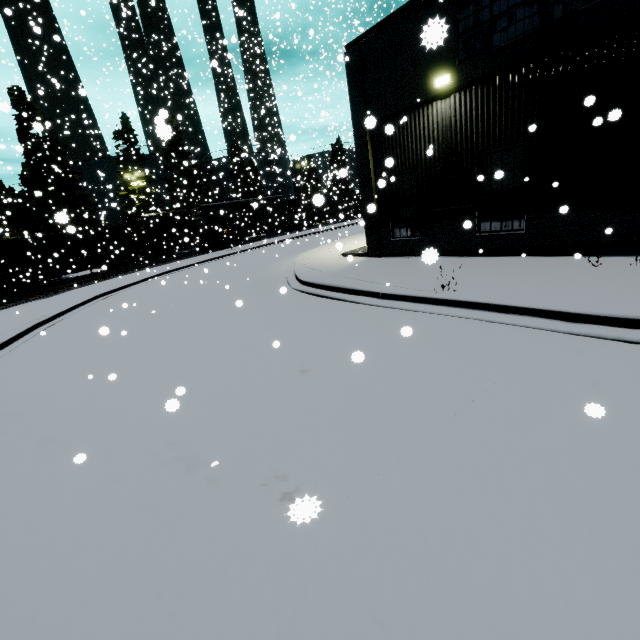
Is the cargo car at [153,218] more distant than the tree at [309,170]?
Yes

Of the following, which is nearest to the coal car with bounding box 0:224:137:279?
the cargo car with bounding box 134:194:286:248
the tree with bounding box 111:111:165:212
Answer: the cargo car with bounding box 134:194:286:248

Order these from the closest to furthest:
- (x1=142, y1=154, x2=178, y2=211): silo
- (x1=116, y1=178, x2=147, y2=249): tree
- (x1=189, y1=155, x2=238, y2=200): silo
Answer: (x1=116, y1=178, x2=147, y2=249): tree → (x1=142, y1=154, x2=178, y2=211): silo → (x1=189, y1=155, x2=238, y2=200): silo

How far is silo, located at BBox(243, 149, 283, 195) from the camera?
34.8m

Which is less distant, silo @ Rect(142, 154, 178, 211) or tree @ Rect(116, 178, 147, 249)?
tree @ Rect(116, 178, 147, 249)

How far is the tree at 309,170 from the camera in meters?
34.0

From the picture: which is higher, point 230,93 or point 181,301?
point 230,93

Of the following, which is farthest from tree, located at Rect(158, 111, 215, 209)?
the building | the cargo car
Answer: the building
